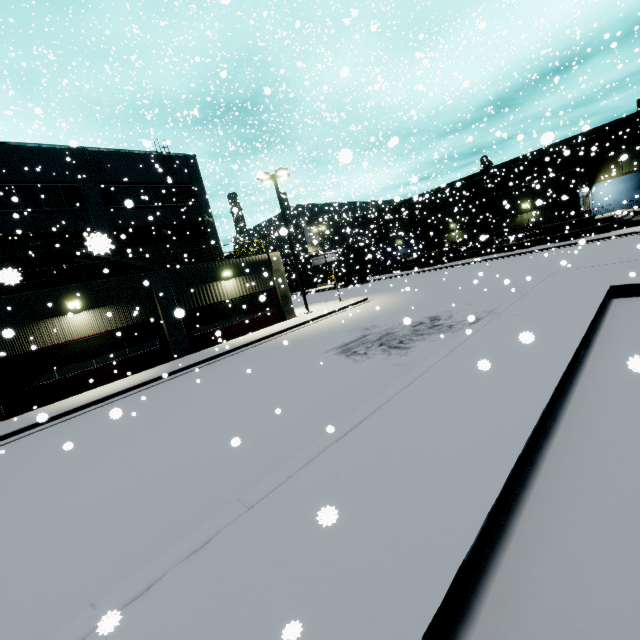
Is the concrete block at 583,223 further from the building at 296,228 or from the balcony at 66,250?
the balcony at 66,250

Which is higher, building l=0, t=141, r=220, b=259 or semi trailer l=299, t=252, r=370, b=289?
building l=0, t=141, r=220, b=259

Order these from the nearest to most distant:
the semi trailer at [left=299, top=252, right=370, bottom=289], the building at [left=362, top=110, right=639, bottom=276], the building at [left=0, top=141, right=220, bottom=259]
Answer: the building at [left=0, top=141, right=220, bottom=259]
the building at [left=362, top=110, right=639, bottom=276]
the semi trailer at [left=299, top=252, right=370, bottom=289]

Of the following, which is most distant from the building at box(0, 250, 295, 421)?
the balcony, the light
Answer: the light

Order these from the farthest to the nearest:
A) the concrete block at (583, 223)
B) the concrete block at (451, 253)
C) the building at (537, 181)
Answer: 1. the concrete block at (451, 253)
2. the building at (537, 181)
3. the concrete block at (583, 223)

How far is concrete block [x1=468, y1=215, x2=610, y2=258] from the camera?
29.0 meters

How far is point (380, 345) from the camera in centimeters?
1146cm
